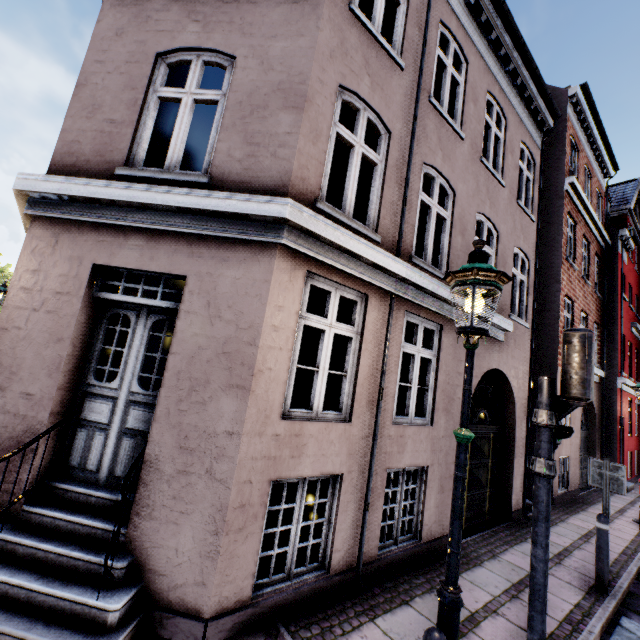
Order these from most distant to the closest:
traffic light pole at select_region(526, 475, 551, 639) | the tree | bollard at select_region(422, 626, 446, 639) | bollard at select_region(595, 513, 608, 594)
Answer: the tree → bollard at select_region(595, 513, 608, 594) → traffic light pole at select_region(526, 475, 551, 639) → bollard at select_region(422, 626, 446, 639)

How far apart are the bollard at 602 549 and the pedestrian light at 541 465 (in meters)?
3.00

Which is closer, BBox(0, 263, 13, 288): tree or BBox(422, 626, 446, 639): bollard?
BBox(422, 626, 446, 639): bollard

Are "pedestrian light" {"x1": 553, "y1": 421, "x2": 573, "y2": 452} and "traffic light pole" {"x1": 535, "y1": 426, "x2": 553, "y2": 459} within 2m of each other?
yes

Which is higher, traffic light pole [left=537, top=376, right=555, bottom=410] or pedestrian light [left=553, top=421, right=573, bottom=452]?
traffic light pole [left=537, top=376, right=555, bottom=410]

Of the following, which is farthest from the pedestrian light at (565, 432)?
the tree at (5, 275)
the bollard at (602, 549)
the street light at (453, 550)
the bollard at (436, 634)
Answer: the tree at (5, 275)

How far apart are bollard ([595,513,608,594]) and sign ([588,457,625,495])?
0.52m

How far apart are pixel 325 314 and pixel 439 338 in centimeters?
265cm
